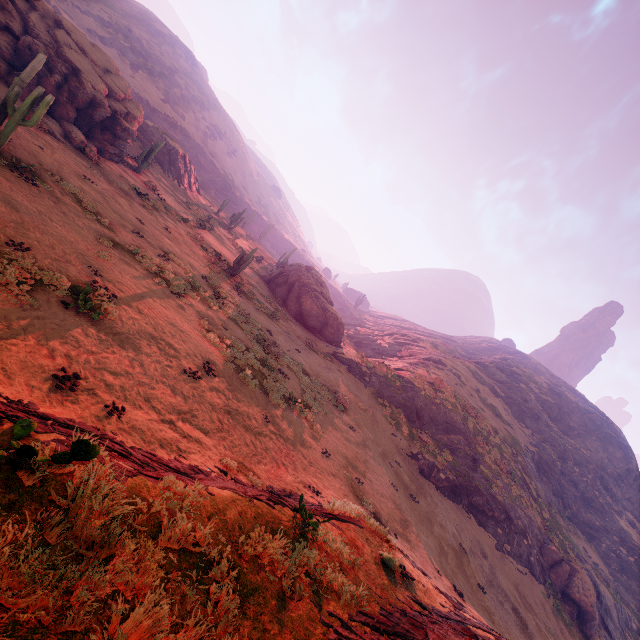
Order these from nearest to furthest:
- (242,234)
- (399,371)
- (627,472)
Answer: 1. (399,371)
2. (627,472)
3. (242,234)

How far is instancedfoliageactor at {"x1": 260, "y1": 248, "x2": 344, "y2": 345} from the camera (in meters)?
32.50

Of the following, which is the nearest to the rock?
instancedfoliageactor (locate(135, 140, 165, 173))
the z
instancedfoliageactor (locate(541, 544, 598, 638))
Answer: instancedfoliageactor (locate(135, 140, 165, 173))

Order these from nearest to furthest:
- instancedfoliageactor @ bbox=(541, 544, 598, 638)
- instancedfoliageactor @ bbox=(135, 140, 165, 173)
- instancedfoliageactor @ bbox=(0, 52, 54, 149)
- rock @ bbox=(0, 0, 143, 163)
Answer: instancedfoliageactor @ bbox=(0, 52, 54, 149), rock @ bbox=(0, 0, 143, 163), instancedfoliageactor @ bbox=(541, 544, 598, 638), instancedfoliageactor @ bbox=(135, 140, 165, 173)

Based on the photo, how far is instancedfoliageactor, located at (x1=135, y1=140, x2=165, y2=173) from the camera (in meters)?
26.80

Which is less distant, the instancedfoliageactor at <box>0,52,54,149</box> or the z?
the z

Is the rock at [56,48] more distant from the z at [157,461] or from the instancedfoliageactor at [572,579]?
the instancedfoliageactor at [572,579]

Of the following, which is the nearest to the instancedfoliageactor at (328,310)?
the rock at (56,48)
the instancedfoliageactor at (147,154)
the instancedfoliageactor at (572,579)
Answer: the rock at (56,48)
